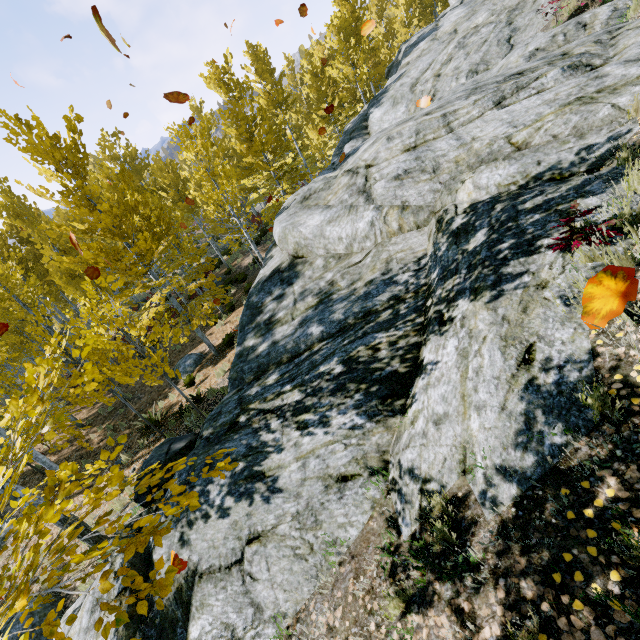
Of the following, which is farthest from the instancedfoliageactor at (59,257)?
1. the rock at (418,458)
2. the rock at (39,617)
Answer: the rock at (39,617)

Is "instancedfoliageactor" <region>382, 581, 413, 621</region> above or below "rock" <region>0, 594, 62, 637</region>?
above

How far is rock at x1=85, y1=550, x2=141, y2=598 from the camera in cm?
417

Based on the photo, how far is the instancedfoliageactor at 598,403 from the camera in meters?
2.3

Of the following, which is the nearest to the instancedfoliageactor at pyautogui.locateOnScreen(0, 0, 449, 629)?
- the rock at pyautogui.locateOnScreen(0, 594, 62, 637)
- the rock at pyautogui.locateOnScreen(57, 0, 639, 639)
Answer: the rock at pyautogui.locateOnScreen(57, 0, 639, 639)

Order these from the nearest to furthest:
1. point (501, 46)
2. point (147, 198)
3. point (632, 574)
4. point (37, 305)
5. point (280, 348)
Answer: point (632, 574), point (280, 348), point (501, 46), point (147, 198), point (37, 305)
